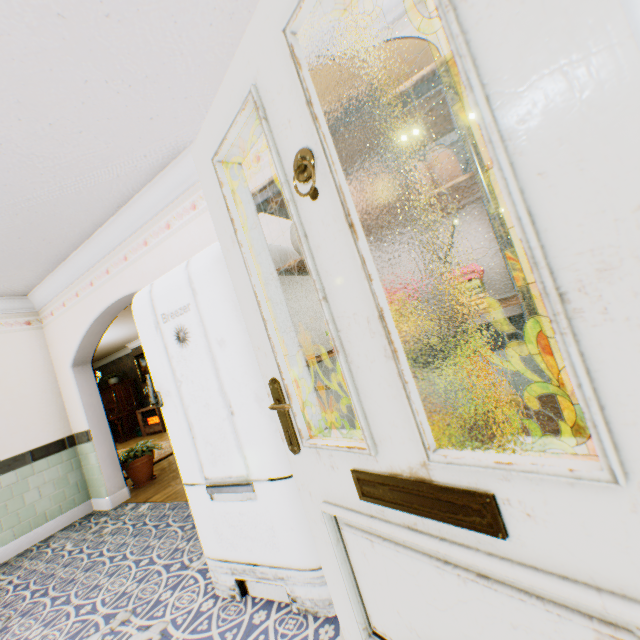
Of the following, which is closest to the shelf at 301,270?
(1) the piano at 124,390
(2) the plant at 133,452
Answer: (2) the plant at 133,452

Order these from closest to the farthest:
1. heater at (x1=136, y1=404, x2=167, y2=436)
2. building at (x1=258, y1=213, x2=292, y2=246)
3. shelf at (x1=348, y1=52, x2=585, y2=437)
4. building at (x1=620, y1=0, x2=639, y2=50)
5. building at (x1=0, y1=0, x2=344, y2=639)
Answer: building at (x1=620, y1=0, x2=639, y2=50) < shelf at (x1=348, y1=52, x2=585, y2=437) < building at (x1=0, y1=0, x2=344, y2=639) < building at (x1=258, y1=213, x2=292, y2=246) < heater at (x1=136, y1=404, x2=167, y2=436)

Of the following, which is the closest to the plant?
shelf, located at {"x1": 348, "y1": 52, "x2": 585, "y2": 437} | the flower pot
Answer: the flower pot

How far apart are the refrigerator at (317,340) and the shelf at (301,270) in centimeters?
7cm

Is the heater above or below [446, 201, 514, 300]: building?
below

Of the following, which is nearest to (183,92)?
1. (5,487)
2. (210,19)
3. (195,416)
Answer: (210,19)

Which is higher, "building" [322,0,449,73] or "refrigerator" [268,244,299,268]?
"building" [322,0,449,73]

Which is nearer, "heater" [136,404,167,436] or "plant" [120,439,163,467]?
"plant" [120,439,163,467]
